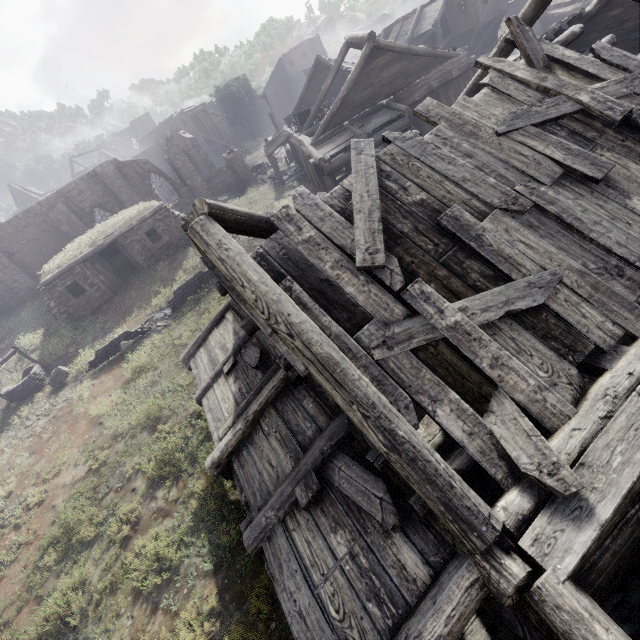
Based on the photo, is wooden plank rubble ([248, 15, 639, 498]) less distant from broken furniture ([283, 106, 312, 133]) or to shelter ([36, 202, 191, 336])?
broken furniture ([283, 106, 312, 133])

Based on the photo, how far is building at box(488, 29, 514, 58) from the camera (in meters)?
8.10

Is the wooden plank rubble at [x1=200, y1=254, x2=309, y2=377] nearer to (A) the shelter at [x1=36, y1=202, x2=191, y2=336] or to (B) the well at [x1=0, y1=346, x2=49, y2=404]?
(B) the well at [x1=0, y1=346, x2=49, y2=404]

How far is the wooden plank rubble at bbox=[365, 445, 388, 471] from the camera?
3.5 meters

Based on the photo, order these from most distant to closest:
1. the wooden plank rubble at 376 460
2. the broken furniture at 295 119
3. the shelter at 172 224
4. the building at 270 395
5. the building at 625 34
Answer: the broken furniture at 295 119 < the shelter at 172 224 < the building at 625 34 < the wooden plank rubble at 376 460 < the building at 270 395

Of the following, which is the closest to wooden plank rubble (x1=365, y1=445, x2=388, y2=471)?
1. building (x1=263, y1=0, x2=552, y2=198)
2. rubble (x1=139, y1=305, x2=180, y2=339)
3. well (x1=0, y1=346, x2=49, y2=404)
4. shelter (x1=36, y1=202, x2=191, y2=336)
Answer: building (x1=263, y1=0, x2=552, y2=198)

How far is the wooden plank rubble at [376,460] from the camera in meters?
3.5

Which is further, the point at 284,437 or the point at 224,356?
the point at 224,356
